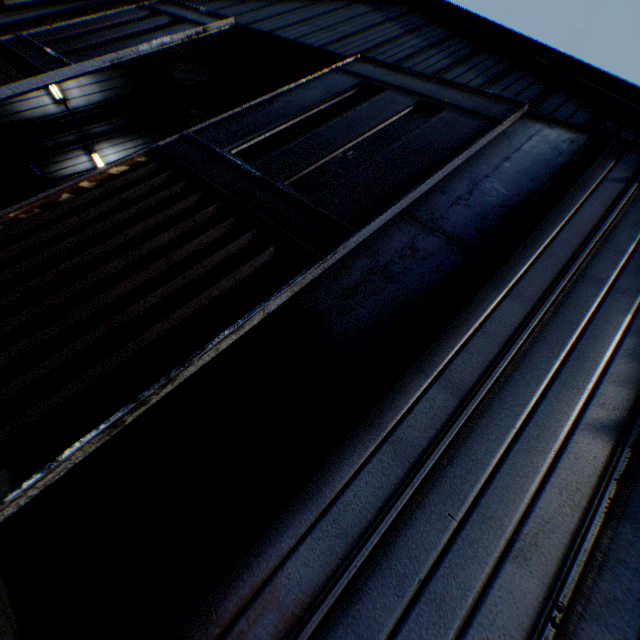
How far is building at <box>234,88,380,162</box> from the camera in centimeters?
1572cm

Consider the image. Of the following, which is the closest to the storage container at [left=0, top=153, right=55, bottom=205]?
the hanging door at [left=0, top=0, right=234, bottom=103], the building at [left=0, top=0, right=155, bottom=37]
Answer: the building at [left=0, top=0, right=155, bottom=37]

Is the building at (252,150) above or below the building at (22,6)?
above

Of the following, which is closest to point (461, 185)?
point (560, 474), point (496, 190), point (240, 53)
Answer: point (496, 190)

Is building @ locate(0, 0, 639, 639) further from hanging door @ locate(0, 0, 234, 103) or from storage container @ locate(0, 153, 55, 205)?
storage container @ locate(0, 153, 55, 205)

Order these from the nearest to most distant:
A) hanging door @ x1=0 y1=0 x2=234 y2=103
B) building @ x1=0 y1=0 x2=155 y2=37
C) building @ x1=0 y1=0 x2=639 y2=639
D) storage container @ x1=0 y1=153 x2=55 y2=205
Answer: building @ x1=0 y1=0 x2=639 y2=639
hanging door @ x1=0 y1=0 x2=234 y2=103
building @ x1=0 y1=0 x2=155 y2=37
storage container @ x1=0 y1=153 x2=55 y2=205

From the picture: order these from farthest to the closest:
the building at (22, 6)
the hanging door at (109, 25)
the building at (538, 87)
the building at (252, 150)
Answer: the building at (252, 150) < the building at (22, 6) < the hanging door at (109, 25) < the building at (538, 87)
